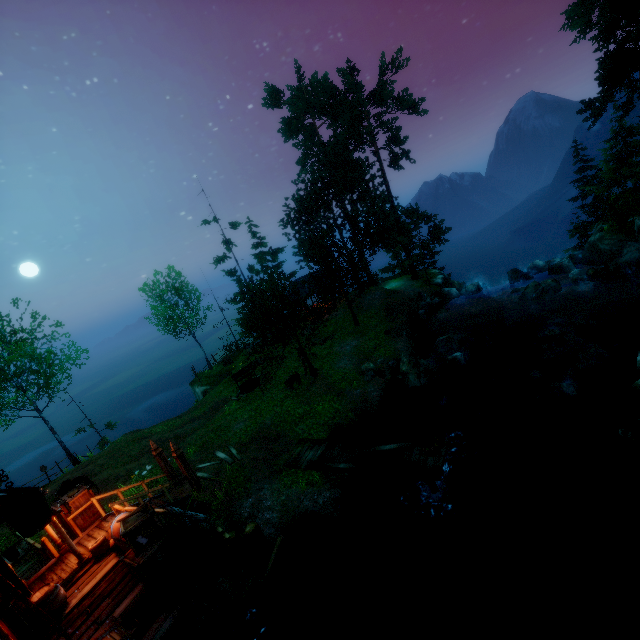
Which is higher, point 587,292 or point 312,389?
point 312,389

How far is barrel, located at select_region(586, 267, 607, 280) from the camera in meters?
21.3 m

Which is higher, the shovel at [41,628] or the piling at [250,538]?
the shovel at [41,628]

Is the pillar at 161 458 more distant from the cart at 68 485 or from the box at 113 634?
the box at 113 634

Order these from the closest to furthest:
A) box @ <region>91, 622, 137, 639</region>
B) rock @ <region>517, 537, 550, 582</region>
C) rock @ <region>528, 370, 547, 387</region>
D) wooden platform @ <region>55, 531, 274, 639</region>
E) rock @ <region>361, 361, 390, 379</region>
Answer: box @ <region>91, 622, 137, 639</region>
wooden platform @ <region>55, 531, 274, 639</region>
rock @ <region>517, 537, 550, 582</region>
rock @ <region>528, 370, 547, 387</region>
rock @ <region>361, 361, 390, 379</region>

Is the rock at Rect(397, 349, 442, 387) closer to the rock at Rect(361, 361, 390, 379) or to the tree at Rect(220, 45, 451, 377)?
the rock at Rect(361, 361, 390, 379)

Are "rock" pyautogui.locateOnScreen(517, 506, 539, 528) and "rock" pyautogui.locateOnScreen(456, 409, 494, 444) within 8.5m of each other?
yes

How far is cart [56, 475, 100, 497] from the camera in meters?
14.8 m
